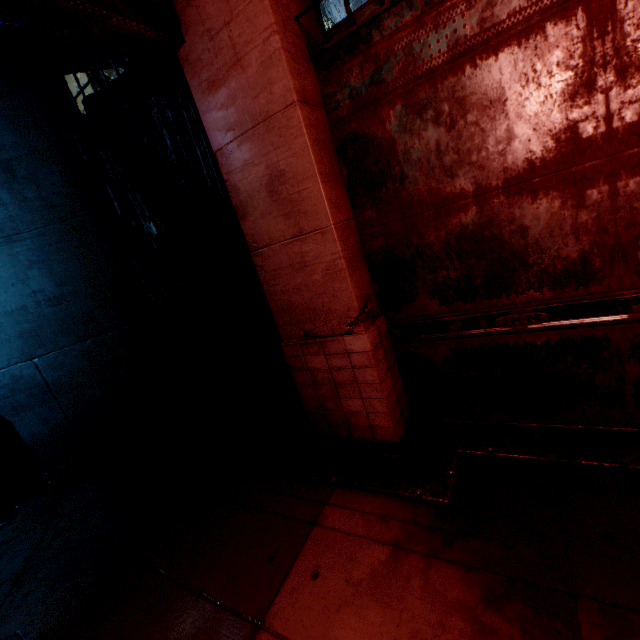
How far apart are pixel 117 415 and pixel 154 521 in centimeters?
291cm
